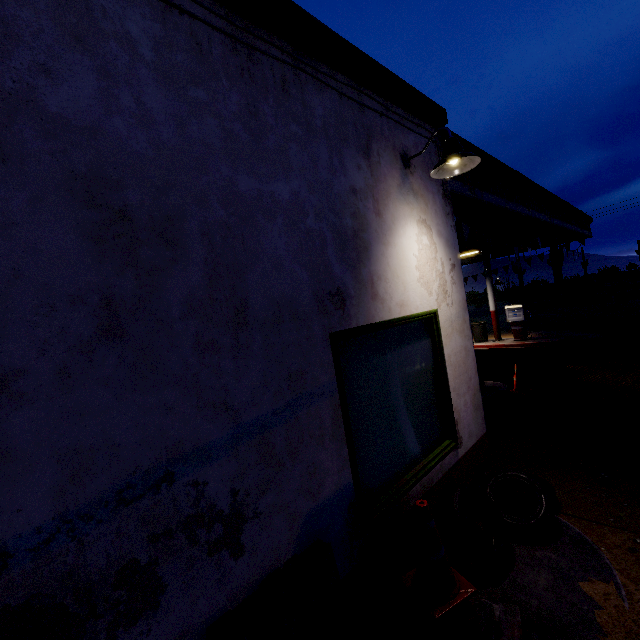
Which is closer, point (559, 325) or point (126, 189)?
point (126, 189)

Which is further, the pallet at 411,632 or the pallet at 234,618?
Answer: the pallet at 411,632

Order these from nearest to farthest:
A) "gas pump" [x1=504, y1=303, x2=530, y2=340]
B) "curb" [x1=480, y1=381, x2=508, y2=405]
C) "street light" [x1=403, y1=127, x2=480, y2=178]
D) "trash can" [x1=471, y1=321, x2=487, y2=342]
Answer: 1. "street light" [x1=403, y1=127, x2=480, y2=178]
2. "curb" [x1=480, y1=381, x2=508, y2=405]
3. "gas pump" [x1=504, y1=303, x2=530, y2=340]
4. "trash can" [x1=471, y1=321, x2=487, y2=342]

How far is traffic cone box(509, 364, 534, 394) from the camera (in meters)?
7.78

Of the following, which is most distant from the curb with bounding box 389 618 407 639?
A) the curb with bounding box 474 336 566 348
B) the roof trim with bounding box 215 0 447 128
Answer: the curb with bounding box 474 336 566 348

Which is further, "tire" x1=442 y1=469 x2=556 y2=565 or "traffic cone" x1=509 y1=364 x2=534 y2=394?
"traffic cone" x1=509 y1=364 x2=534 y2=394

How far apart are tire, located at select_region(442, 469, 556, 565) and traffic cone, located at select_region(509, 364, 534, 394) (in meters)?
4.04

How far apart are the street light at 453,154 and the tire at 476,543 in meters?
3.2 m
